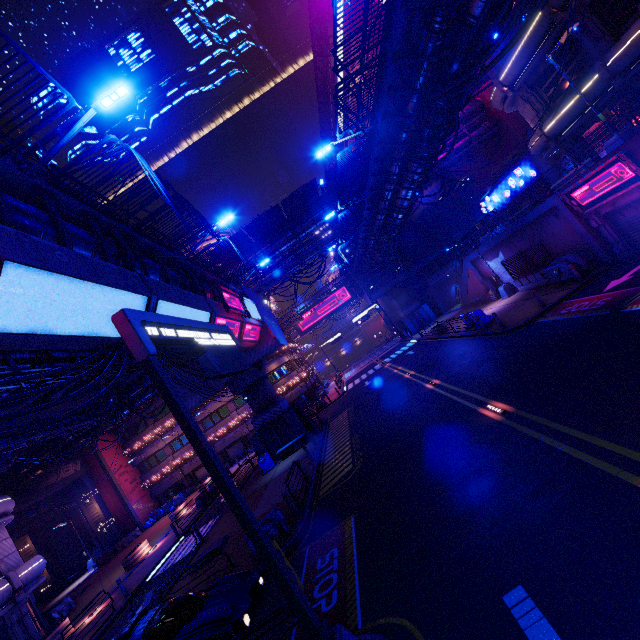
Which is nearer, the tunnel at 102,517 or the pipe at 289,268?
the pipe at 289,268

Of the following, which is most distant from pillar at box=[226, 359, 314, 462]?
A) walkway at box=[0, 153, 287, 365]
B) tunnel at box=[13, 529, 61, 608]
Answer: tunnel at box=[13, 529, 61, 608]

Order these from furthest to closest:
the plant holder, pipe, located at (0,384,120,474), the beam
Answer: the plant holder
pipe, located at (0,384,120,474)
the beam

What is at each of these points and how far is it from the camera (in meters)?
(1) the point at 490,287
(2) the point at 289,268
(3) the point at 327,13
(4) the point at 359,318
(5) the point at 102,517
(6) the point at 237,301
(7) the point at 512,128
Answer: (1) atm, 28.03
(2) pipe, 34.81
(3) walkway, 45.47
(4) sign, 50.41
(5) tunnel, 36.16
(6) sign, 20.05
(7) building, 33.75

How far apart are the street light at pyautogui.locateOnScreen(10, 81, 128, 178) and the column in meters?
20.1

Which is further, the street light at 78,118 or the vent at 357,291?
the vent at 357,291

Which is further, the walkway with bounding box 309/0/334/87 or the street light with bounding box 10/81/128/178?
the walkway with bounding box 309/0/334/87

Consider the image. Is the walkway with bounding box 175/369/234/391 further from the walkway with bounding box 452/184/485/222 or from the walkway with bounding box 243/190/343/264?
the walkway with bounding box 452/184/485/222
